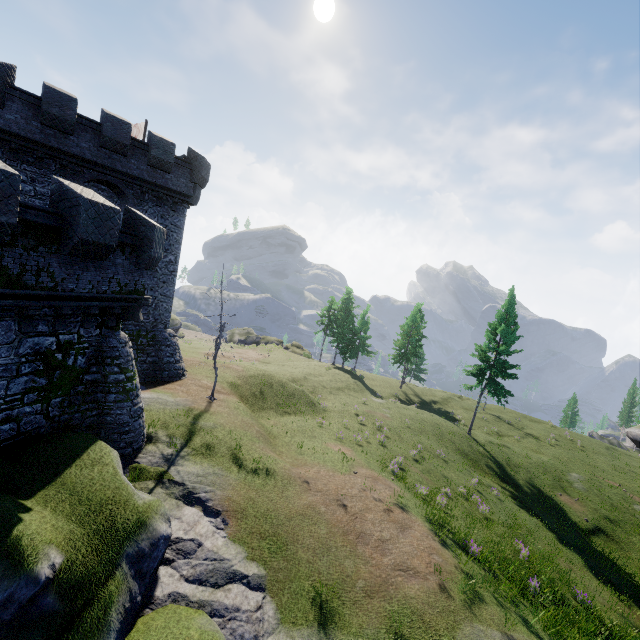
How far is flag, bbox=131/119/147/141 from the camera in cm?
2784

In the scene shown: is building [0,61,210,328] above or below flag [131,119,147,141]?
below

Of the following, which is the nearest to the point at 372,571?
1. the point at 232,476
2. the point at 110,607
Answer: the point at 232,476

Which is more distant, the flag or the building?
the flag

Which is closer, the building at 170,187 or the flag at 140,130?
the building at 170,187

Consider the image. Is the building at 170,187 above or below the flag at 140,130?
below
